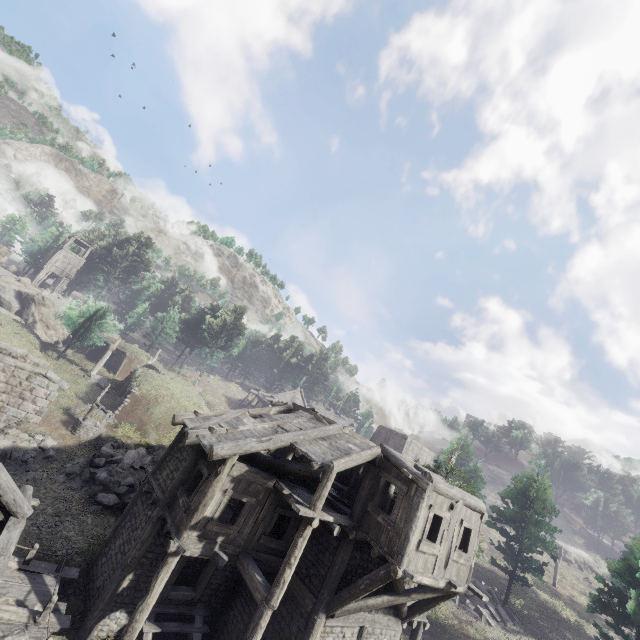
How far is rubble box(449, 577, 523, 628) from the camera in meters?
22.3

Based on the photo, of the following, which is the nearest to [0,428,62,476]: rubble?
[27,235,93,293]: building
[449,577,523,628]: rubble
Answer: [27,235,93,293]: building

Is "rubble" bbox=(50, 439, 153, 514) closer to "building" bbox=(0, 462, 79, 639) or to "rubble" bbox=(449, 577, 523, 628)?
"building" bbox=(0, 462, 79, 639)

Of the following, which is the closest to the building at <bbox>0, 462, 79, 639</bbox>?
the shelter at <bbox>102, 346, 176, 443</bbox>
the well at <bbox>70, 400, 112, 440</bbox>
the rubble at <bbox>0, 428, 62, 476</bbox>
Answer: the rubble at <bbox>0, 428, 62, 476</bbox>

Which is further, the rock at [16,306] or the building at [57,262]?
the building at [57,262]

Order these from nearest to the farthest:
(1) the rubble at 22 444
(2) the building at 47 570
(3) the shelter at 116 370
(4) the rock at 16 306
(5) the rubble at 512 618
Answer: (2) the building at 47 570 → (1) the rubble at 22 444 → (5) the rubble at 512 618 → (3) the shelter at 116 370 → (4) the rock at 16 306

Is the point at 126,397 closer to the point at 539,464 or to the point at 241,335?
the point at 241,335

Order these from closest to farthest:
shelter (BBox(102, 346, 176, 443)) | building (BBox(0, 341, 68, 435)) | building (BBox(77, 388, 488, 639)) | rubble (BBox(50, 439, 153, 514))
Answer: building (BBox(77, 388, 488, 639)) < building (BBox(0, 341, 68, 435)) < rubble (BBox(50, 439, 153, 514)) < shelter (BBox(102, 346, 176, 443))
